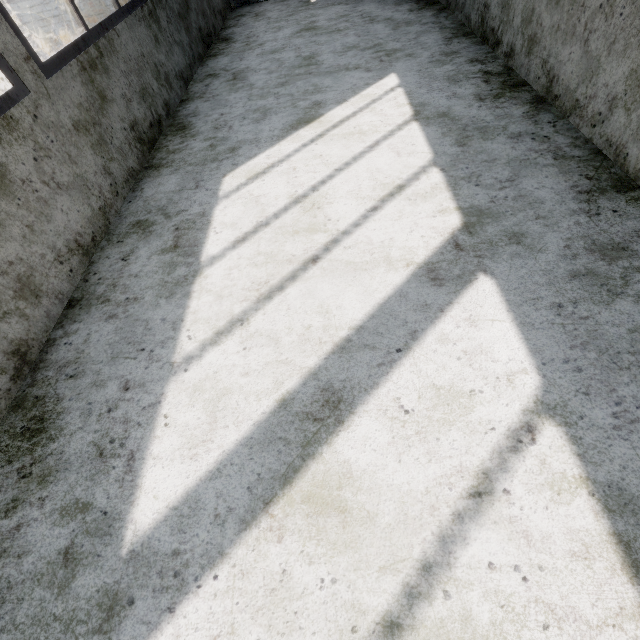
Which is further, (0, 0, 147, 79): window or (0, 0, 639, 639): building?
(0, 0, 147, 79): window

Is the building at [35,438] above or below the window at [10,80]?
below

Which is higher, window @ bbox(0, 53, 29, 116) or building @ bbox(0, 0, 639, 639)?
window @ bbox(0, 53, 29, 116)

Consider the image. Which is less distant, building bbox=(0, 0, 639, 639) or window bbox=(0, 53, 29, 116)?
building bbox=(0, 0, 639, 639)

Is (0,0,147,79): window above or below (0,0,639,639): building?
above

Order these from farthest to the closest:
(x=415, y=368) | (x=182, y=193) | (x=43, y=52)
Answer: (x=43, y=52)
(x=182, y=193)
(x=415, y=368)

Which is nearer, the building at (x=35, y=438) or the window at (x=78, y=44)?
the building at (x=35, y=438)
